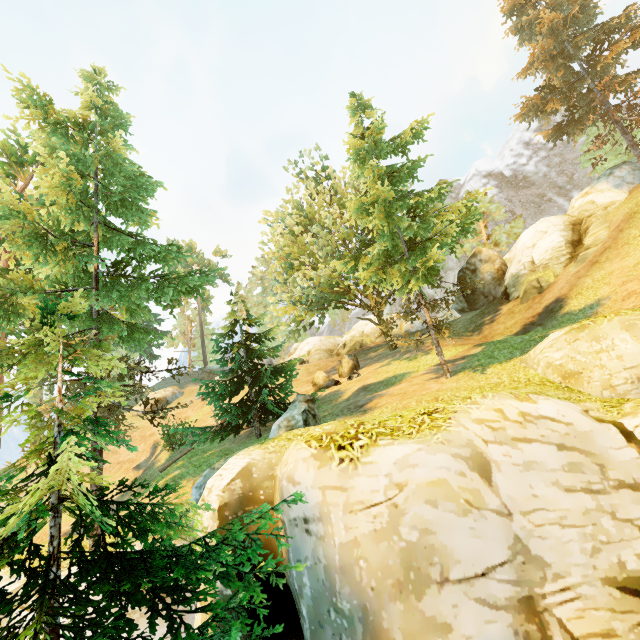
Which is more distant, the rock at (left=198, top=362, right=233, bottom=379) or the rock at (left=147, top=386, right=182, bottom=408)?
the rock at (left=198, top=362, right=233, bottom=379)

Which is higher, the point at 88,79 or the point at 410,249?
the point at 88,79

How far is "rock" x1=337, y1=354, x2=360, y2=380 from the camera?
22.1 meters

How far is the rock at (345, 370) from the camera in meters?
22.1 m

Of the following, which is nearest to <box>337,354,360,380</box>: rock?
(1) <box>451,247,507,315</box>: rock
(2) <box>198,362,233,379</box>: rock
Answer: (1) <box>451,247,507,315</box>: rock

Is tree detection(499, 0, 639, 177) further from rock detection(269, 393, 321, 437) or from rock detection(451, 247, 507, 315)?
rock detection(451, 247, 507, 315)

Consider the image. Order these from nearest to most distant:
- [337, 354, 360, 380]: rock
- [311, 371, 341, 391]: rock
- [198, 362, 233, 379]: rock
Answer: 1. [337, 354, 360, 380]: rock
2. [311, 371, 341, 391]: rock
3. [198, 362, 233, 379]: rock

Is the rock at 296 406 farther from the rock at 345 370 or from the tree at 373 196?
the rock at 345 370
